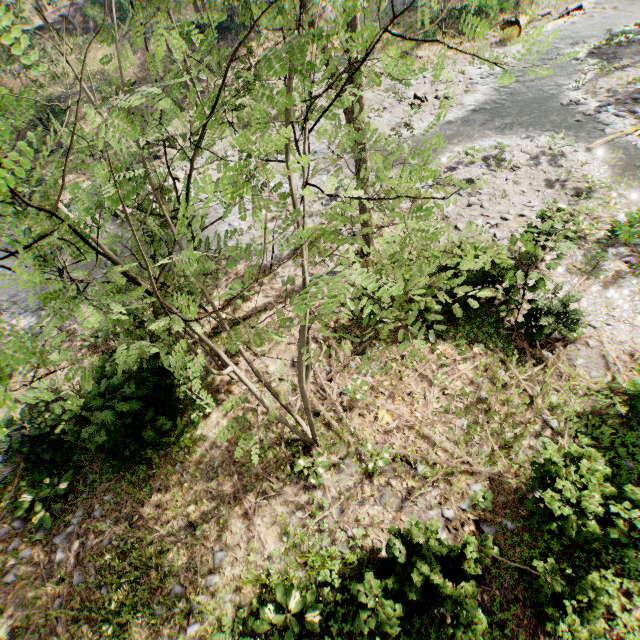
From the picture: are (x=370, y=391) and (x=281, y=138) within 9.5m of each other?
yes

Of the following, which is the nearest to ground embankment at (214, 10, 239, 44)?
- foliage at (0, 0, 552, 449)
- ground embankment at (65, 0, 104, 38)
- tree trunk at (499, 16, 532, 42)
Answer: foliage at (0, 0, 552, 449)

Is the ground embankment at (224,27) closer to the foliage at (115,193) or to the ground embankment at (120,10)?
the foliage at (115,193)

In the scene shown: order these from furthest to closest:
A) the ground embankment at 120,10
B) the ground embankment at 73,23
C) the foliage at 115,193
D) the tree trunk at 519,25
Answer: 1. the ground embankment at 73,23
2. the ground embankment at 120,10
3. the tree trunk at 519,25
4. the foliage at 115,193

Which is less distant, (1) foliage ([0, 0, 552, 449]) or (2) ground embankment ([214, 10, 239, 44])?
(1) foliage ([0, 0, 552, 449])

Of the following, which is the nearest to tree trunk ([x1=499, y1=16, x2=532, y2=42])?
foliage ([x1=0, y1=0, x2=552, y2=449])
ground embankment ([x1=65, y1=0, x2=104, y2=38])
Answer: foliage ([x1=0, y1=0, x2=552, y2=449])

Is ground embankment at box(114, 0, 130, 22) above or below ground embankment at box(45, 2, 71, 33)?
below

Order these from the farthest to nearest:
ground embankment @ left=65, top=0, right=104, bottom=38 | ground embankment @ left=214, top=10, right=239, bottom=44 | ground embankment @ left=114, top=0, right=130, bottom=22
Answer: ground embankment @ left=65, top=0, right=104, bottom=38
ground embankment @ left=114, top=0, right=130, bottom=22
ground embankment @ left=214, top=10, right=239, bottom=44
